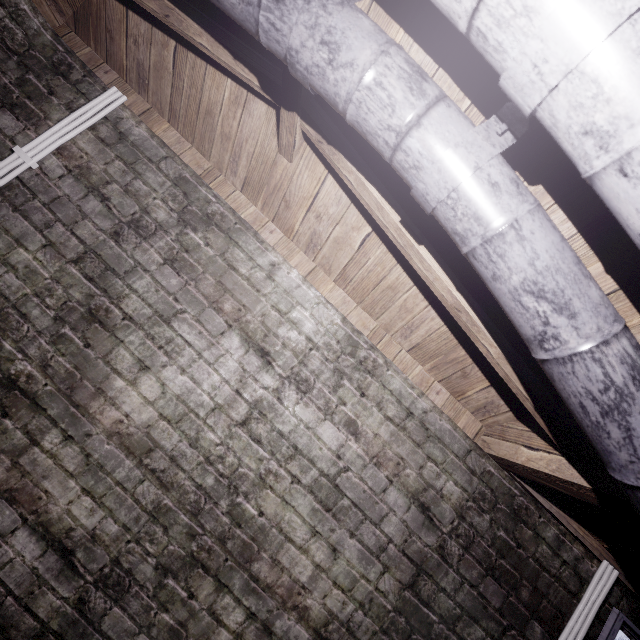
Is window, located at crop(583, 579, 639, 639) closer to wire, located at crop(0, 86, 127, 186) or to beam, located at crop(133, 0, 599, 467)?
beam, located at crop(133, 0, 599, 467)

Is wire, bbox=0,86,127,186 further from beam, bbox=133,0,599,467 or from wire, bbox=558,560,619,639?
wire, bbox=558,560,619,639

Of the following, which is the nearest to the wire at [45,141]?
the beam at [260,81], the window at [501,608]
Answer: the beam at [260,81]

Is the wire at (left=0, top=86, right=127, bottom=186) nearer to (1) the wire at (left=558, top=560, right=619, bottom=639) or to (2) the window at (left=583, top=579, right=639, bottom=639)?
(2) the window at (left=583, top=579, right=639, bottom=639)

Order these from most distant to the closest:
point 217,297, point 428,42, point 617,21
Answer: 1. point 217,297
2. point 428,42
3. point 617,21

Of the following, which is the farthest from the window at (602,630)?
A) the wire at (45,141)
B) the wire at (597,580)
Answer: the wire at (45,141)

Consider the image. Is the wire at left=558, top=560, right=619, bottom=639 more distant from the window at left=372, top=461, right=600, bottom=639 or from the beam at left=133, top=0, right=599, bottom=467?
the beam at left=133, top=0, right=599, bottom=467

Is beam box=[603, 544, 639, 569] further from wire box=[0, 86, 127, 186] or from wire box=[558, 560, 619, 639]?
wire box=[0, 86, 127, 186]
